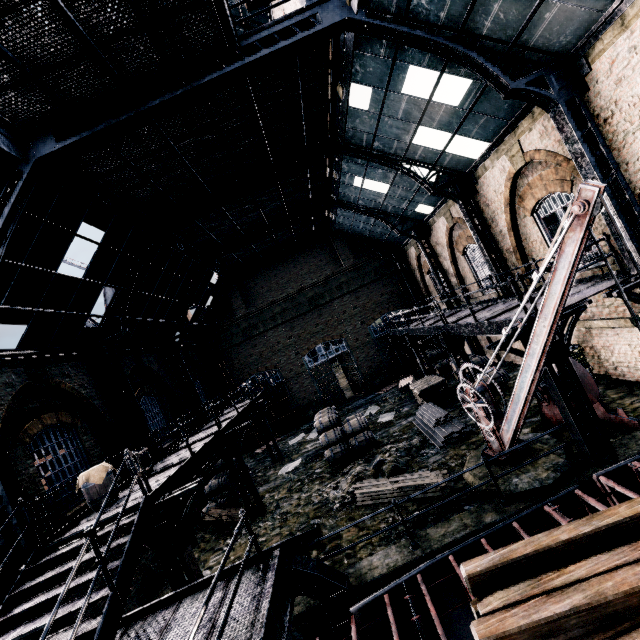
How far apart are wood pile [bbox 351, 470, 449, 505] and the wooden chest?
6.0m

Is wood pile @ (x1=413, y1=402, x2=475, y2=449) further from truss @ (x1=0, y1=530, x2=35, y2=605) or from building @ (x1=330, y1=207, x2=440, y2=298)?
building @ (x1=330, y1=207, x2=440, y2=298)

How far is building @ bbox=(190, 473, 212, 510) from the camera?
16.56m

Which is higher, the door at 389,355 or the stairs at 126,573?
the stairs at 126,573

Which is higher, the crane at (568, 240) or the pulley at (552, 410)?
the crane at (568, 240)

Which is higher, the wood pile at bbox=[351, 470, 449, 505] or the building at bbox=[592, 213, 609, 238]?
the building at bbox=[592, 213, 609, 238]

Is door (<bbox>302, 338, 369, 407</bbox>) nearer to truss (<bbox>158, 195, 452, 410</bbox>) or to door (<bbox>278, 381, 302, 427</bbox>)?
door (<bbox>278, 381, 302, 427</bbox>)

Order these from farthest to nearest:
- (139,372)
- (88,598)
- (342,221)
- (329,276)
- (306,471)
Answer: (329,276), (342,221), (139,372), (306,471), (88,598)
